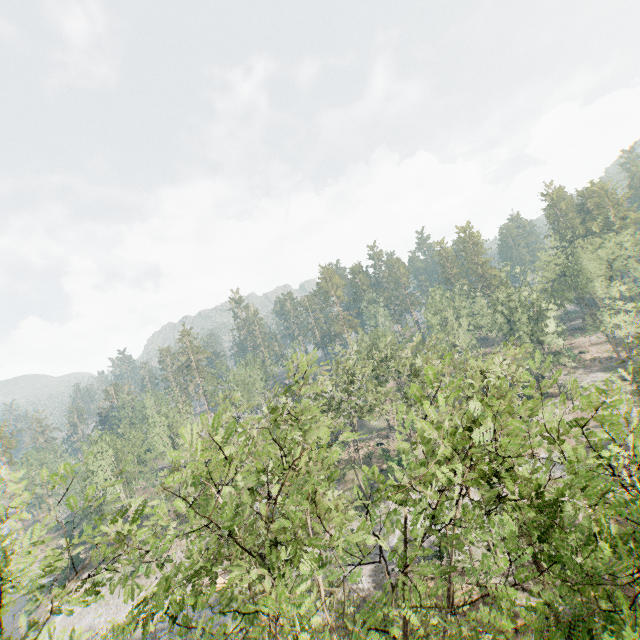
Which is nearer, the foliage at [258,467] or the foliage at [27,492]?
the foliage at [258,467]

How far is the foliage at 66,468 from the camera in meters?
8.1

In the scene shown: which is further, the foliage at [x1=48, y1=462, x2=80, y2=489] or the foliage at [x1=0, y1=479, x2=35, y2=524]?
the foliage at [x1=48, y1=462, x2=80, y2=489]

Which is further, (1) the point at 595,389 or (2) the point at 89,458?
(2) the point at 89,458

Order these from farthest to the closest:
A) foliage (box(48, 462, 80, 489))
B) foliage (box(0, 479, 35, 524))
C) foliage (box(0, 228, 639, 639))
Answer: foliage (box(48, 462, 80, 489)) < foliage (box(0, 479, 35, 524)) < foliage (box(0, 228, 639, 639))

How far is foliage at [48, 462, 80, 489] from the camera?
8.1m
